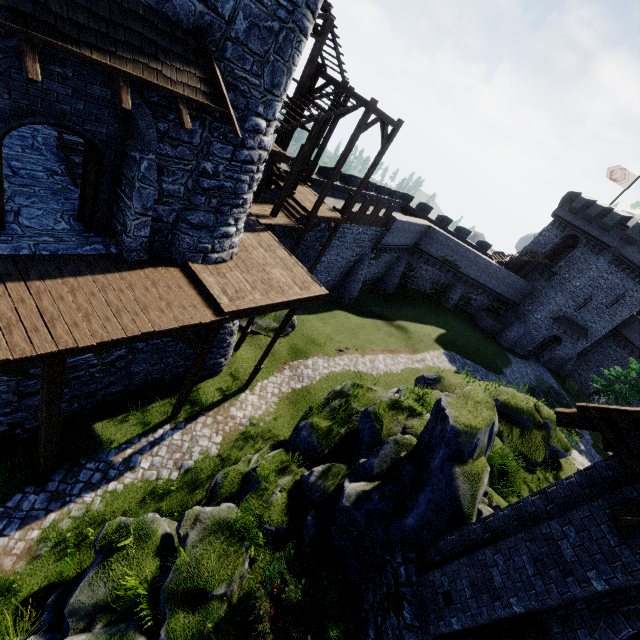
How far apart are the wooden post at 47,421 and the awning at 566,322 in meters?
43.9 m

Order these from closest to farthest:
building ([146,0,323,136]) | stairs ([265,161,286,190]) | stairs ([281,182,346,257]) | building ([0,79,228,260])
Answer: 1. building ([146,0,323,136])
2. building ([0,79,228,260])
3. stairs ([265,161,286,190])
4. stairs ([281,182,346,257])

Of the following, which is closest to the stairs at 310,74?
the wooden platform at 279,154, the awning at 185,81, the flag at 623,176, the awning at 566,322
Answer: the wooden platform at 279,154

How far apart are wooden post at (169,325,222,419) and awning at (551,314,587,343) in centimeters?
4002cm

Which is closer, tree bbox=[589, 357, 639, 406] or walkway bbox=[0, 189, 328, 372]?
walkway bbox=[0, 189, 328, 372]

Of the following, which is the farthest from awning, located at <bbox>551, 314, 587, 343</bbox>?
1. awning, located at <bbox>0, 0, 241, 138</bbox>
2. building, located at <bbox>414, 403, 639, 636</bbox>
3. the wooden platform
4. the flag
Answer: awning, located at <bbox>0, 0, 241, 138</bbox>

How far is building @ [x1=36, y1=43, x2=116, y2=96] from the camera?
5.36m

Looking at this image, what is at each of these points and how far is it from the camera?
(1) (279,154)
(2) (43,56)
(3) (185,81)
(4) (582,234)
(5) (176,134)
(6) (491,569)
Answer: (1) wooden platform, 11.98m
(2) building, 5.37m
(3) awning, 6.59m
(4) building, 35.44m
(5) building, 7.72m
(6) building, 6.08m
